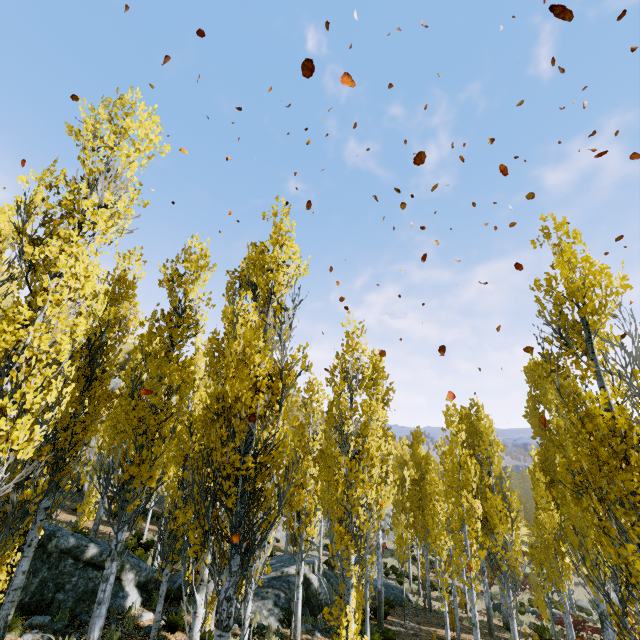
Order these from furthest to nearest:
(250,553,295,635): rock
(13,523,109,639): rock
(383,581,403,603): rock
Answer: (383,581,403,603): rock
(250,553,295,635): rock
(13,523,109,639): rock

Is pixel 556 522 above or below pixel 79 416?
below

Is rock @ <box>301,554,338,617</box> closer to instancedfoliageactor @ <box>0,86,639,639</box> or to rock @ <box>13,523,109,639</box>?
rock @ <box>13,523,109,639</box>

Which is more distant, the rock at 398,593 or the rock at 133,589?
the rock at 398,593

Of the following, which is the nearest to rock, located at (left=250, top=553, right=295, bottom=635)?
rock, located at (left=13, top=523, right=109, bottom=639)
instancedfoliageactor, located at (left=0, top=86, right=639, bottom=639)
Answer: rock, located at (left=13, top=523, right=109, bottom=639)

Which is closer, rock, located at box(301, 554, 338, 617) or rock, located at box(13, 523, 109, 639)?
rock, located at box(13, 523, 109, 639)
